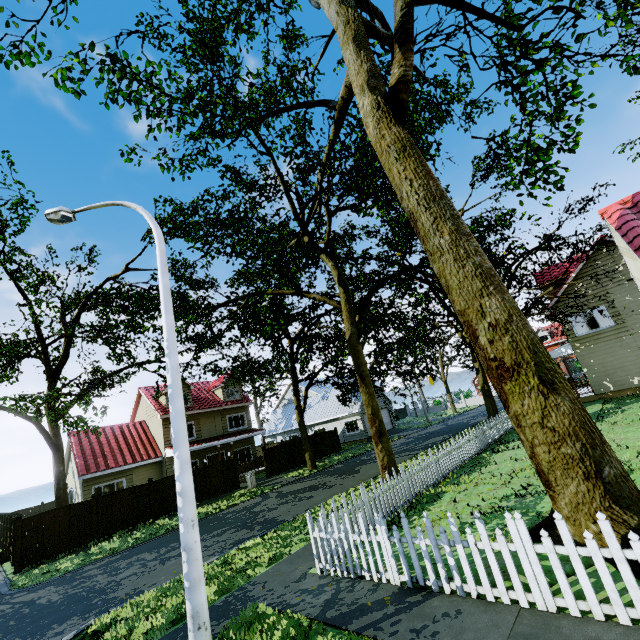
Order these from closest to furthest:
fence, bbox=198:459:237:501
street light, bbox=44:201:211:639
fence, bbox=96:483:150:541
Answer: street light, bbox=44:201:211:639, fence, bbox=96:483:150:541, fence, bbox=198:459:237:501

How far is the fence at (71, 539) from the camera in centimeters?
1482cm

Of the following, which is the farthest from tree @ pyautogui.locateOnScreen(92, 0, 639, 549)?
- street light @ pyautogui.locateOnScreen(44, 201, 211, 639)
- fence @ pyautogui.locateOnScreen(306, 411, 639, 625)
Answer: street light @ pyautogui.locateOnScreen(44, 201, 211, 639)

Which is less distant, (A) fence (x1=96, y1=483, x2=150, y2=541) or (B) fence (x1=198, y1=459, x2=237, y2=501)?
(A) fence (x1=96, y1=483, x2=150, y2=541)

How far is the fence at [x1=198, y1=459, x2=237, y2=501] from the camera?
21.0 meters

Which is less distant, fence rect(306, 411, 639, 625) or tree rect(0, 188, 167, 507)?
fence rect(306, 411, 639, 625)

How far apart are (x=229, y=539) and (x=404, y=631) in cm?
883
